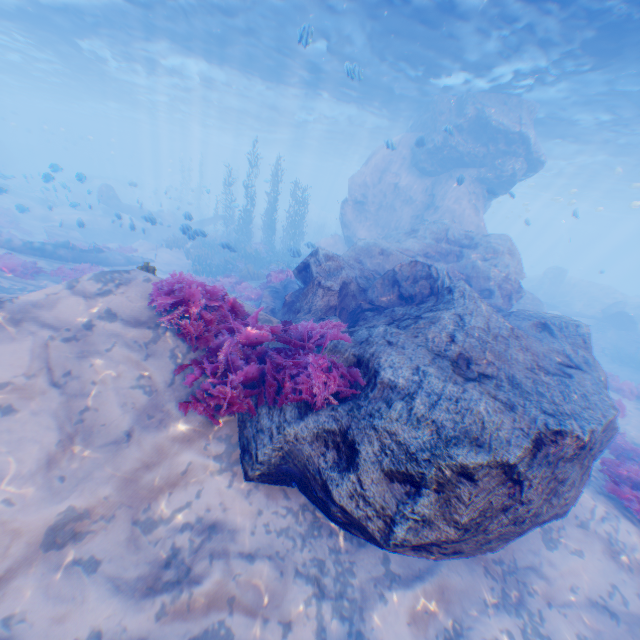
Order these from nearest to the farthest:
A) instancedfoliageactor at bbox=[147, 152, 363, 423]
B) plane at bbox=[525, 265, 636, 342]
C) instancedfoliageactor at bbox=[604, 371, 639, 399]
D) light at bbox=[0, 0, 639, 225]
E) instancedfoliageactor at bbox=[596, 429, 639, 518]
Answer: instancedfoliageactor at bbox=[147, 152, 363, 423]
instancedfoliageactor at bbox=[596, 429, 639, 518]
light at bbox=[0, 0, 639, 225]
instancedfoliageactor at bbox=[604, 371, 639, 399]
plane at bbox=[525, 265, 636, 342]

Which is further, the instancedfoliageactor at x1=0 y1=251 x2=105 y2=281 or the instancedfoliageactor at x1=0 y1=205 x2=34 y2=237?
the instancedfoliageactor at x1=0 y1=205 x2=34 y2=237

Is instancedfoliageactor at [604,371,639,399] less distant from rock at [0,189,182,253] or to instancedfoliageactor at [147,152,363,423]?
rock at [0,189,182,253]

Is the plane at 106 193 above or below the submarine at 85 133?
below

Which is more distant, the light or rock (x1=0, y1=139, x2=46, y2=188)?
rock (x1=0, y1=139, x2=46, y2=188)

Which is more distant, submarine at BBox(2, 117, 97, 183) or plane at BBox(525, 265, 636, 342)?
submarine at BBox(2, 117, 97, 183)

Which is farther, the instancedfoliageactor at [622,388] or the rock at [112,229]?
the rock at [112,229]

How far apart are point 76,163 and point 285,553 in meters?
76.2
